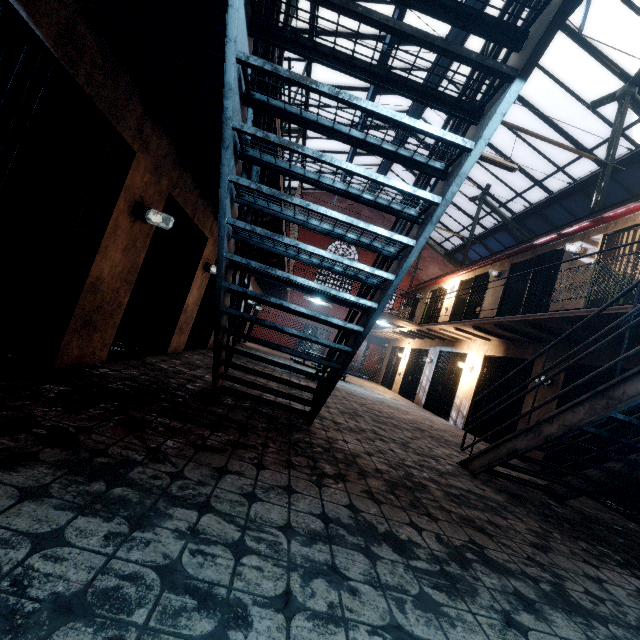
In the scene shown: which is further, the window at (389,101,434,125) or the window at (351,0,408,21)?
the window at (389,101,434,125)

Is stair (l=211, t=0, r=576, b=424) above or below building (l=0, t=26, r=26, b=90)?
below

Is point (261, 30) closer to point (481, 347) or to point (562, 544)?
point (562, 544)

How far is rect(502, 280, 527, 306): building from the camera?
10.2m

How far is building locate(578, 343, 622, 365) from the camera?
5.97m

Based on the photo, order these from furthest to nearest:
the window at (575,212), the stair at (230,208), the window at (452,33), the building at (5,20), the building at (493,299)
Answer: the window at (575,212) → the building at (493,299) → the window at (452,33) → the building at (5,20) → the stair at (230,208)

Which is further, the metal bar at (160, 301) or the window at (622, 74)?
the window at (622, 74)

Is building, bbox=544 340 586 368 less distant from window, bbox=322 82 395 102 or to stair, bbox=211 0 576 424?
stair, bbox=211 0 576 424
